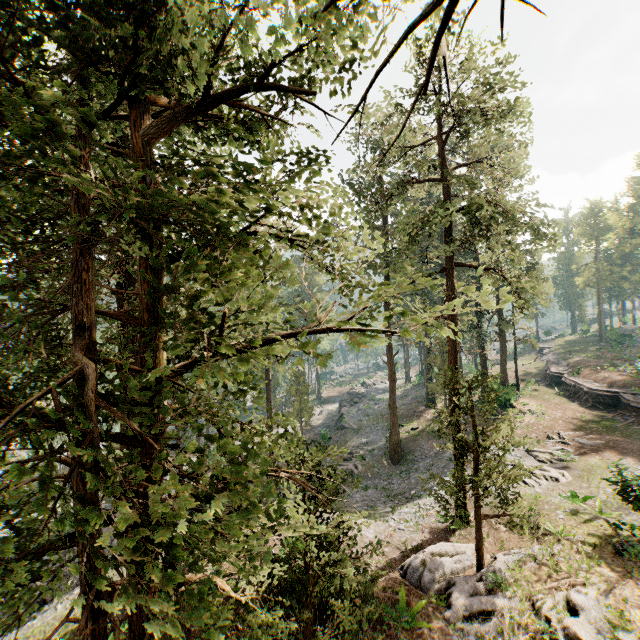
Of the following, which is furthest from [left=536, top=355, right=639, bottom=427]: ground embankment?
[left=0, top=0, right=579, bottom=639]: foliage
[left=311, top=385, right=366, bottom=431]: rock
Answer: [left=311, top=385, right=366, bottom=431]: rock

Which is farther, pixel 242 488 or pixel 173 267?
pixel 173 267

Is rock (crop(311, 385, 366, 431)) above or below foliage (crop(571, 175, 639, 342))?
below

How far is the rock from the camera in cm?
4081

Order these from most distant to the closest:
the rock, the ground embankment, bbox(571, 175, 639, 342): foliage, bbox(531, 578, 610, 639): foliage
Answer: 1. bbox(571, 175, 639, 342): foliage
2. the rock
3. the ground embankment
4. bbox(531, 578, 610, 639): foliage

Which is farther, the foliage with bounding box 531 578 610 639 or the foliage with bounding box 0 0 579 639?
the foliage with bounding box 531 578 610 639

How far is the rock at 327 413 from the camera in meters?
40.8

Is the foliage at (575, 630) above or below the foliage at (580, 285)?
below
